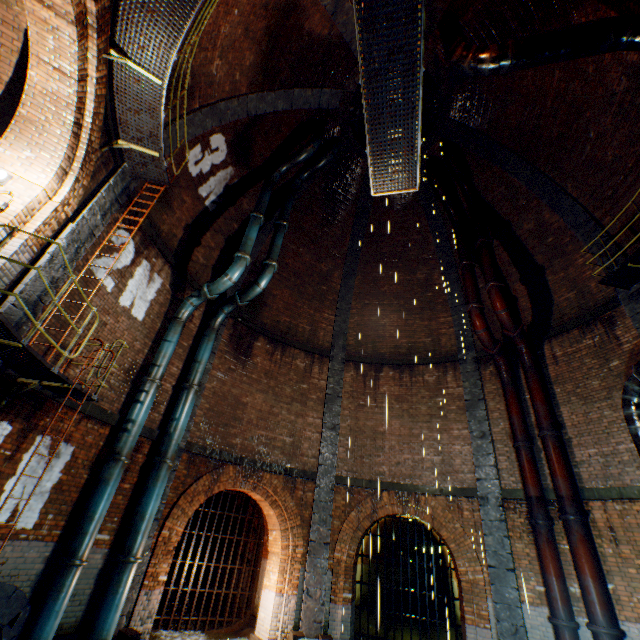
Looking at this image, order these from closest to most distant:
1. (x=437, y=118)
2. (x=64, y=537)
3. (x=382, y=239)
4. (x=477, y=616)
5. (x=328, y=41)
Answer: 1. (x=64, y=537)
2. (x=477, y=616)
3. (x=328, y=41)
4. (x=437, y=118)
5. (x=382, y=239)

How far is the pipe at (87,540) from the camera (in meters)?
6.63

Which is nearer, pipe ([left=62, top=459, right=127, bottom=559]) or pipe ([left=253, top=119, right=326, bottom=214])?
pipe ([left=62, top=459, right=127, bottom=559])

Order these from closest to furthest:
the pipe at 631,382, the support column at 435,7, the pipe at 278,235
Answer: the pipe at 631,382, the support column at 435,7, the pipe at 278,235

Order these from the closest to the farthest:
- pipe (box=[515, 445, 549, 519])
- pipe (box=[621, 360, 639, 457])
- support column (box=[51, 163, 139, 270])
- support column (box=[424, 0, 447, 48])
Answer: support column (box=[51, 163, 139, 270]), pipe (box=[621, 360, 639, 457]), pipe (box=[515, 445, 549, 519]), support column (box=[424, 0, 447, 48])

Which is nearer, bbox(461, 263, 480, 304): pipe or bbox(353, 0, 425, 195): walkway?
bbox(353, 0, 425, 195): walkway

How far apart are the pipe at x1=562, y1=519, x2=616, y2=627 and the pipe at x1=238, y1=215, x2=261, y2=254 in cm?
1134

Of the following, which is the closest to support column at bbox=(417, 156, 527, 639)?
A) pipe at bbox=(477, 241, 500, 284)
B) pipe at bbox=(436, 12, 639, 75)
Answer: pipe at bbox=(477, 241, 500, 284)
